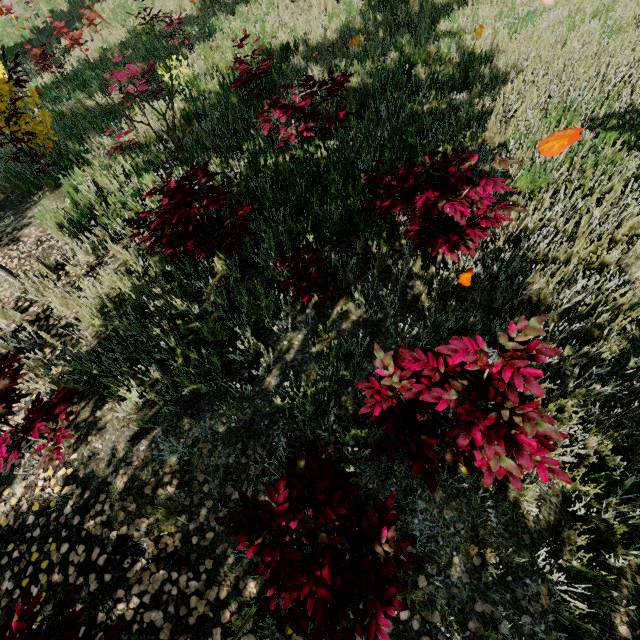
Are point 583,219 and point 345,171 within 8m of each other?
yes

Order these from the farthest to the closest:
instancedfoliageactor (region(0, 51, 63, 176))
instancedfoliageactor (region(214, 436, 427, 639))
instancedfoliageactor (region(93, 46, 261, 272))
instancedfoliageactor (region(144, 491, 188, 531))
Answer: instancedfoliageactor (region(0, 51, 63, 176)) < instancedfoliageactor (region(93, 46, 261, 272)) < instancedfoliageactor (region(144, 491, 188, 531)) < instancedfoliageactor (region(214, 436, 427, 639))

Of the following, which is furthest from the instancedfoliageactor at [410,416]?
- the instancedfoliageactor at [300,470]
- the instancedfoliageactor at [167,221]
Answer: the instancedfoliageactor at [167,221]

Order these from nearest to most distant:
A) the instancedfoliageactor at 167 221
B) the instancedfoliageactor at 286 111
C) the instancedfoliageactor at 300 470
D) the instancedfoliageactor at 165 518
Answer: the instancedfoliageactor at 300 470, the instancedfoliageactor at 165 518, the instancedfoliageactor at 167 221, the instancedfoliageactor at 286 111

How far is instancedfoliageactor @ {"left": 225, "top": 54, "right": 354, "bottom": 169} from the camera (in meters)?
4.30

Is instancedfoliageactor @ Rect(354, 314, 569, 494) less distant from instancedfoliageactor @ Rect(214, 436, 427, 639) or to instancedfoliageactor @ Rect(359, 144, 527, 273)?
instancedfoliageactor @ Rect(214, 436, 427, 639)
